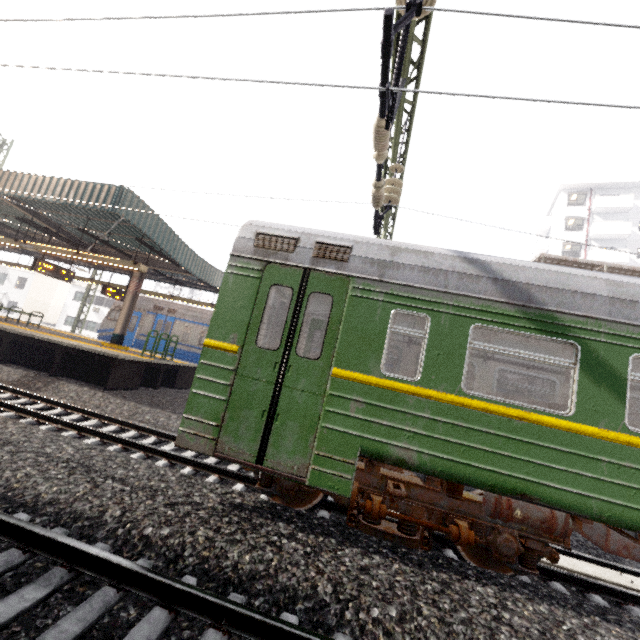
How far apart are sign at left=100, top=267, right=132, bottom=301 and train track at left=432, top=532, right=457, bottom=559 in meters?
15.6

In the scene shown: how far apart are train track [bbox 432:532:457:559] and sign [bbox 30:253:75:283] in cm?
1444

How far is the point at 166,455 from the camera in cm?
598

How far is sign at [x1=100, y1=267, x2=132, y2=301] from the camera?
14.94m

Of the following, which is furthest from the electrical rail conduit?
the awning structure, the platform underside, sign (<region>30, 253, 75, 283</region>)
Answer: sign (<region>30, 253, 75, 283</region>)

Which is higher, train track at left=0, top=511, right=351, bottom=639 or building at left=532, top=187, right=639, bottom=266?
building at left=532, top=187, right=639, bottom=266

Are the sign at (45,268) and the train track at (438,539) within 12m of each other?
no

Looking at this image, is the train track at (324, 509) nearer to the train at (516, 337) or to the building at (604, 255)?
the train at (516, 337)
